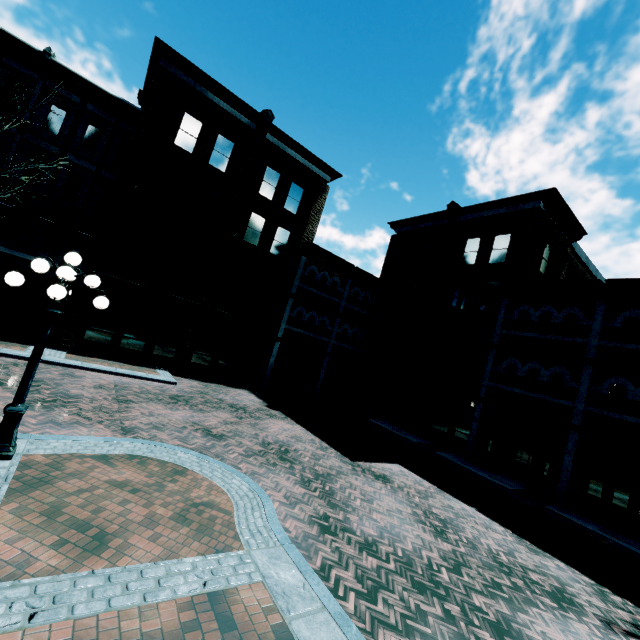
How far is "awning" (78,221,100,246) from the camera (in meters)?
16.92

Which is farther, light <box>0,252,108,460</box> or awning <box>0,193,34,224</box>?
awning <box>0,193,34,224</box>

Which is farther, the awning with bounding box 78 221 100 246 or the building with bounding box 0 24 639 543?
the awning with bounding box 78 221 100 246

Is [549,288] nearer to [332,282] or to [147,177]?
[332,282]

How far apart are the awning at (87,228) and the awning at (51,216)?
0.5m

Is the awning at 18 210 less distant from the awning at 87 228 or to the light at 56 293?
the awning at 87 228

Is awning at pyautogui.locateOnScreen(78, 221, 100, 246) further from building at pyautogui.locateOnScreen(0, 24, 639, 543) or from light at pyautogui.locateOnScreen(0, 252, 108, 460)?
light at pyautogui.locateOnScreen(0, 252, 108, 460)

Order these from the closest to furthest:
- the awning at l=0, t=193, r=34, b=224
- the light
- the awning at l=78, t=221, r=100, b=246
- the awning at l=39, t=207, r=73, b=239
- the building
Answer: the light, the building, the awning at l=0, t=193, r=34, b=224, the awning at l=39, t=207, r=73, b=239, the awning at l=78, t=221, r=100, b=246
